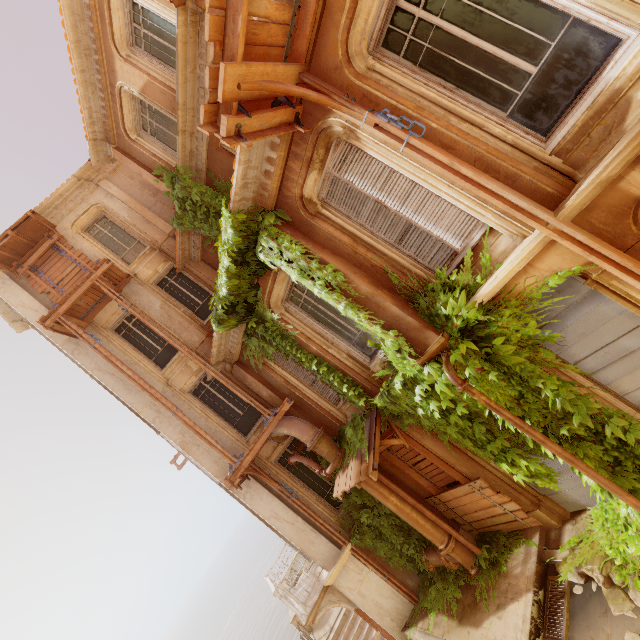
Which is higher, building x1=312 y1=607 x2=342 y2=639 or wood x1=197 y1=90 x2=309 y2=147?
wood x1=197 y1=90 x2=309 y2=147

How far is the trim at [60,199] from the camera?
12.4 meters

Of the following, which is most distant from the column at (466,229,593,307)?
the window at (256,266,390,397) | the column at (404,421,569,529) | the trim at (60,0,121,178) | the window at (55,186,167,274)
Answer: the window at (55,186,167,274)

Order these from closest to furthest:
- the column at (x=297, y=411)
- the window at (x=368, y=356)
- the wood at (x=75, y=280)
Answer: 1. the window at (x=368, y=356)
2. the column at (x=297, y=411)
3. the wood at (x=75, y=280)

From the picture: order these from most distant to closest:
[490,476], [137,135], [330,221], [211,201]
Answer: [137,135], [211,201], [490,476], [330,221]

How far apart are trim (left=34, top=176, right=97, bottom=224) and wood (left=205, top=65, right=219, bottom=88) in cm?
1175

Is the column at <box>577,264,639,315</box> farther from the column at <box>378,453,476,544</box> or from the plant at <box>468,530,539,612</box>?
the column at <box>378,453,476,544</box>

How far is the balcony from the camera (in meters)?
8.91
